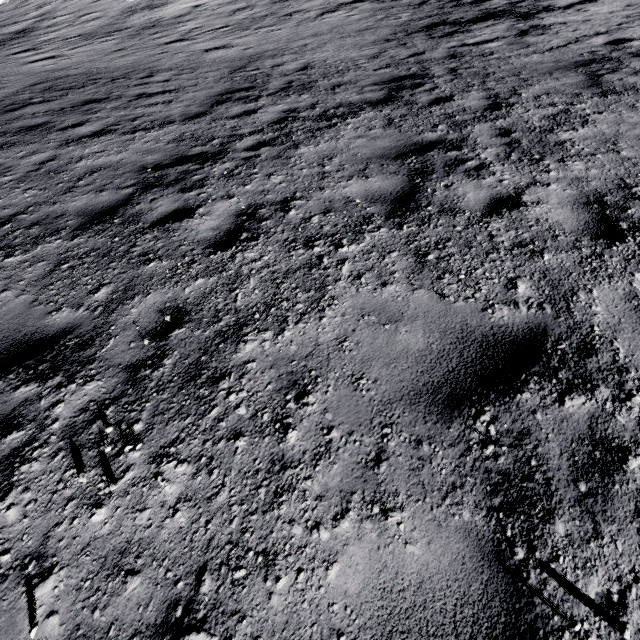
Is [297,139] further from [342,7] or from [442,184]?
[342,7]
